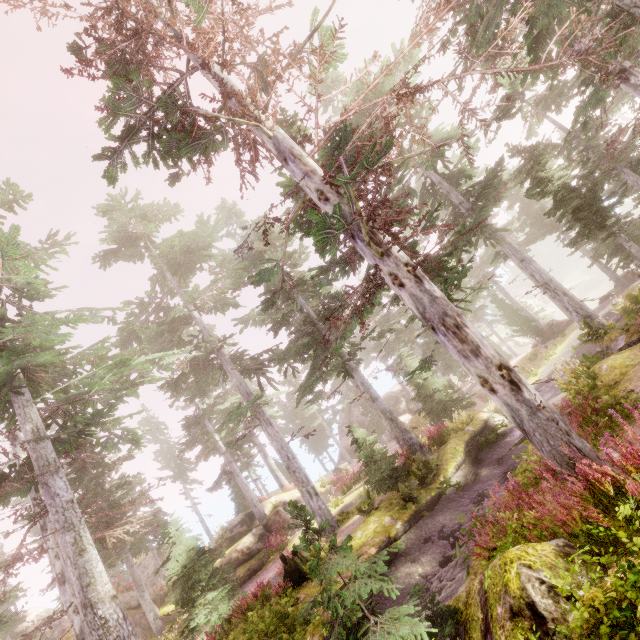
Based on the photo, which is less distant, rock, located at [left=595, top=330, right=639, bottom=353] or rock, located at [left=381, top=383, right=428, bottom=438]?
rock, located at [left=595, top=330, right=639, bottom=353]

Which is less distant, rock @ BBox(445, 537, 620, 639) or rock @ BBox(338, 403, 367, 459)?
rock @ BBox(445, 537, 620, 639)

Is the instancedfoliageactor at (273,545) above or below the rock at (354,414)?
below

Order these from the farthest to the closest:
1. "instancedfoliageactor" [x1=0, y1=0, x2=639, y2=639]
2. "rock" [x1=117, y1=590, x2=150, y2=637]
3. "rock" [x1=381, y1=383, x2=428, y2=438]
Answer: "rock" [x1=381, y1=383, x2=428, y2=438] < "rock" [x1=117, y1=590, x2=150, y2=637] < "instancedfoliageactor" [x1=0, y1=0, x2=639, y2=639]

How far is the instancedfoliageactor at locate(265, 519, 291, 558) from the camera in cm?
1905

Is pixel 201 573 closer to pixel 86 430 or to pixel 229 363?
pixel 86 430

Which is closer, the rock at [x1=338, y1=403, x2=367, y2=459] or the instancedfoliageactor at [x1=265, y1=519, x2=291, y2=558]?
the instancedfoliageactor at [x1=265, y1=519, x2=291, y2=558]

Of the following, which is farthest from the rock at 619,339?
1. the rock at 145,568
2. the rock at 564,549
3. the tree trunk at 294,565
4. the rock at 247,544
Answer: the rock at 145,568
